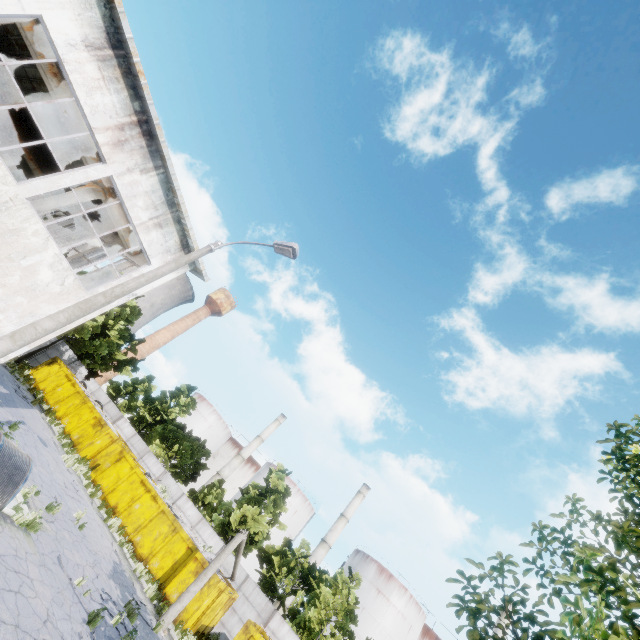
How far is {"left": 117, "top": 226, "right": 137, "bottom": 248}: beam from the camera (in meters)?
15.02

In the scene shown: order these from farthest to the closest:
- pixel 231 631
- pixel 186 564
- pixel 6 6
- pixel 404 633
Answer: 1. pixel 404 633
2. pixel 231 631
3. pixel 186 564
4. pixel 6 6

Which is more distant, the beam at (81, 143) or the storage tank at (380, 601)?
the storage tank at (380, 601)

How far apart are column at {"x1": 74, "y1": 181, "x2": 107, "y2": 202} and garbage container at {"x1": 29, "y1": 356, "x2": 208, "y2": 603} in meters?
17.0

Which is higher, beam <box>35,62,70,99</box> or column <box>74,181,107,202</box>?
beam <box>35,62,70,99</box>

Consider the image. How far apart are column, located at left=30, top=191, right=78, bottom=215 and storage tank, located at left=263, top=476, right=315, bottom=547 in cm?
5402

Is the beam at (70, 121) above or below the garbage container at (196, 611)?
above

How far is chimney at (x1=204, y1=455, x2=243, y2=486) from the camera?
56.97m
